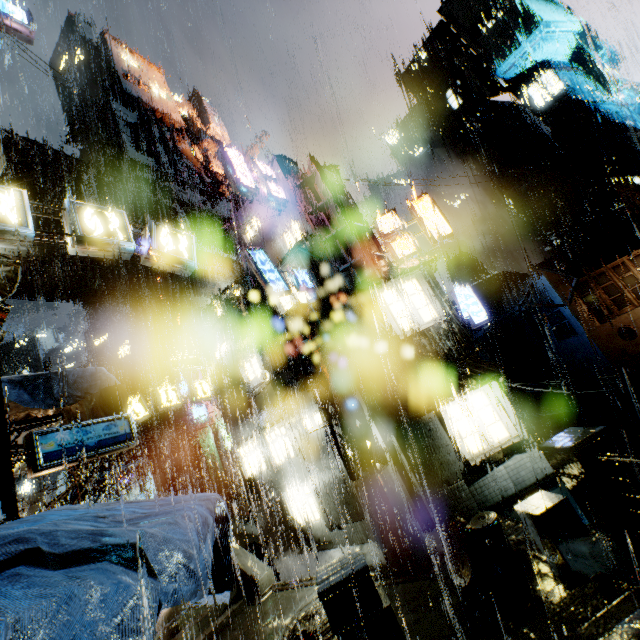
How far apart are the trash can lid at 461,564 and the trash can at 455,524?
0.0m

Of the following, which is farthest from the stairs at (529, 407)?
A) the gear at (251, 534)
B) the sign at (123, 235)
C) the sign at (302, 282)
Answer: the sign at (123, 235)

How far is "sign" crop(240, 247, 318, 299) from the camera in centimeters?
1276cm

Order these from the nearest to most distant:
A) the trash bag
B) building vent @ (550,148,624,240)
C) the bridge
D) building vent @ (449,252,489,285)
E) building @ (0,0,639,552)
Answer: the bridge → the trash bag → building @ (0,0,639,552) → building vent @ (550,148,624,240) → building vent @ (449,252,489,285)

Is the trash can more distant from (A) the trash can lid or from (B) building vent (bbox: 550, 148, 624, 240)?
(B) building vent (bbox: 550, 148, 624, 240)

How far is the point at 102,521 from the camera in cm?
372

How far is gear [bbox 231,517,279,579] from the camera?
18.94m

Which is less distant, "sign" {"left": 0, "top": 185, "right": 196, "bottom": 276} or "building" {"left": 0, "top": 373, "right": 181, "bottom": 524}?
"building" {"left": 0, "top": 373, "right": 181, "bottom": 524}
